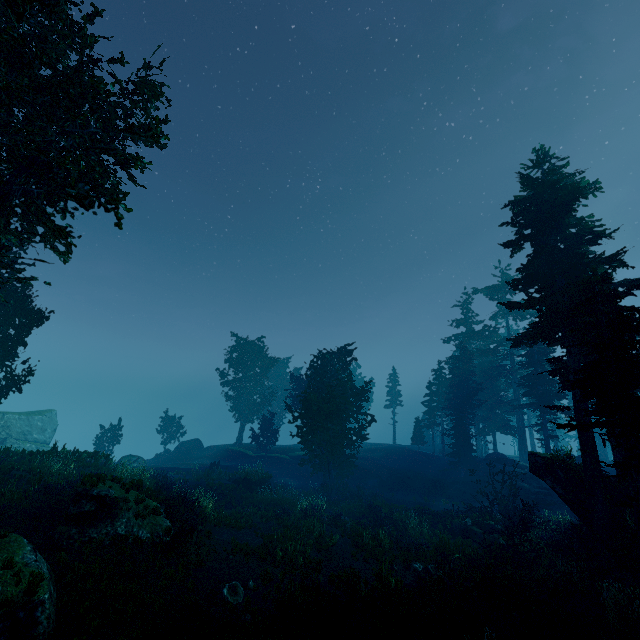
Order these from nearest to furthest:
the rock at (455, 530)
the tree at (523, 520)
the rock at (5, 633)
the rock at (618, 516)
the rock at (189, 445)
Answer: the rock at (5, 633)
the rock at (618, 516)
the tree at (523, 520)
the rock at (455, 530)
the rock at (189, 445)

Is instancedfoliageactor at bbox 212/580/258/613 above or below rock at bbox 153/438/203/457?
below

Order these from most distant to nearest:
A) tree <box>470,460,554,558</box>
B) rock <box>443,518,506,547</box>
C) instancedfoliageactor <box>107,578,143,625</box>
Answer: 1. rock <box>443,518,506,547</box>
2. tree <box>470,460,554,558</box>
3. instancedfoliageactor <box>107,578,143,625</box>

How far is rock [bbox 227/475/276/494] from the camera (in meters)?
26.41

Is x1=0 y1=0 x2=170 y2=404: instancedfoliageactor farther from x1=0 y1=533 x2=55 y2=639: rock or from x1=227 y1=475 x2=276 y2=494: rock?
x1=227 y1=475 x2=276 y2=494: rock

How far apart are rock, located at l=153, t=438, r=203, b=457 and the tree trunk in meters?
32.2 m

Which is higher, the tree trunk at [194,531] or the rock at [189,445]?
the tree trunk at [194,531]

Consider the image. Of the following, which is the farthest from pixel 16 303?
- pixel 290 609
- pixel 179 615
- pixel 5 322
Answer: pixel 290 609
